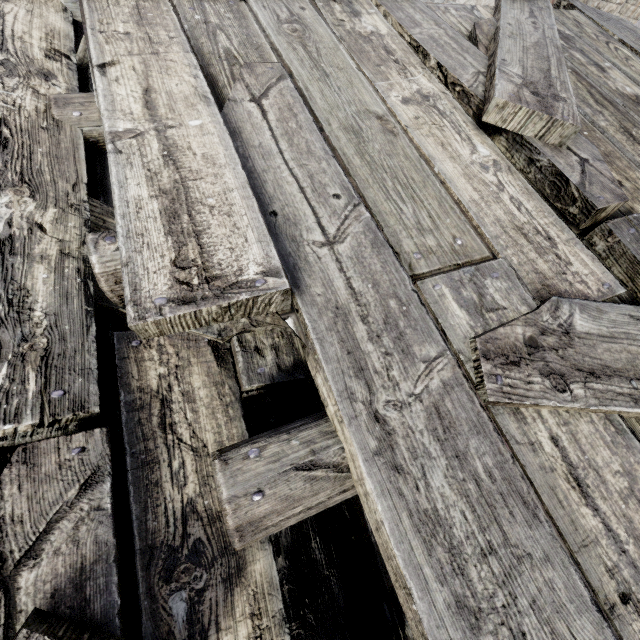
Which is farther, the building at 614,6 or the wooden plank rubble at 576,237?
the building at 614,6

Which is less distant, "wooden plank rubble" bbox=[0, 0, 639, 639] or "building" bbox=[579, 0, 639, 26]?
"wooden plank rubble" bbox=[0, 0, 639, 639]

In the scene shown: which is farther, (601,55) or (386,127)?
(601,55)
